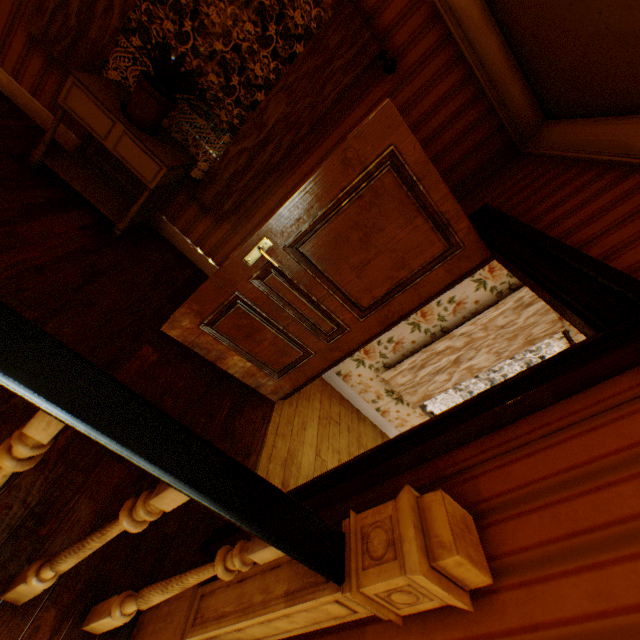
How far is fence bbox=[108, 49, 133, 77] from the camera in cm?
1409

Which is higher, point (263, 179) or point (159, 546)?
point (263, 179)

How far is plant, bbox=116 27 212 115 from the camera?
2.1m

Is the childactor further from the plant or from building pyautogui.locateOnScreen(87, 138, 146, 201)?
the plant

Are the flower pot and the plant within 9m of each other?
yes

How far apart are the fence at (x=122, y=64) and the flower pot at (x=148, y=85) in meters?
16.7

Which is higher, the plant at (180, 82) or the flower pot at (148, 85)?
the plant at (180, 82)

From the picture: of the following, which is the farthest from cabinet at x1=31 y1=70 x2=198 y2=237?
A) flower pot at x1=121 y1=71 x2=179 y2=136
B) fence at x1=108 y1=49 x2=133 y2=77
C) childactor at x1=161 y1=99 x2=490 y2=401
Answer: fence at x1=108 y1=49 x2=133 y2=77
